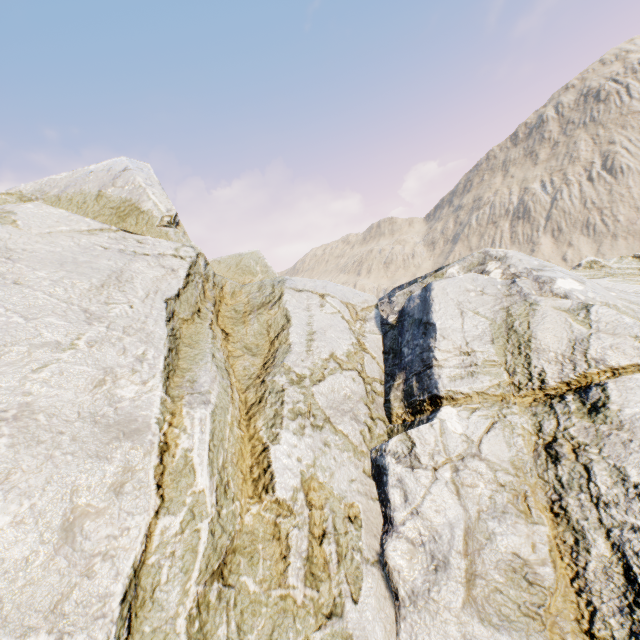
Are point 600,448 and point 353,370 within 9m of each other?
yes
